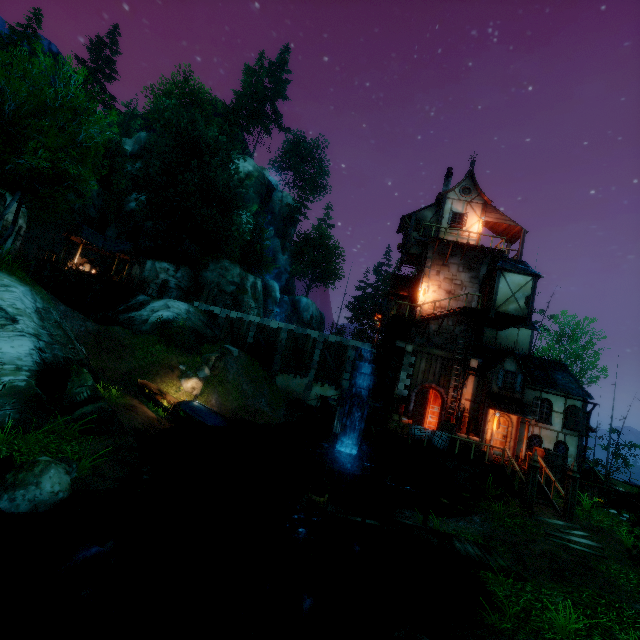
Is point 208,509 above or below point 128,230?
below

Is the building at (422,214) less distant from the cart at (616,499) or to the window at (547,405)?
the window at (547,405)

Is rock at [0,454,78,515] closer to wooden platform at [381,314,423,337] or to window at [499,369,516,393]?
wooden platform at [381,314,423,337]

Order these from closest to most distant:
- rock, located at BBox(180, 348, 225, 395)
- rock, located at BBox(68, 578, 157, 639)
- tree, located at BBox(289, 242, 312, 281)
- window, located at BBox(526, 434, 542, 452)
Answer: rock, located at BBox(68, 578, 157, 639) < window, located at BBox(526, 434, 542, 452) < rock, located at BBox(180, 348, 225, 395) < tree, located at BBox(289, 242, 312, 281)

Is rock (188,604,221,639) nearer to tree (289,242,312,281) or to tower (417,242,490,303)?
tree (289,242,312,281)

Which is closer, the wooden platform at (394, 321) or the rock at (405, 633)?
the rock at (405, 633)

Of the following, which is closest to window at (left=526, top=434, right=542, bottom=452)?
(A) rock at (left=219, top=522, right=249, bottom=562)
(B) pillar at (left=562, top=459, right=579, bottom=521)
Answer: (B) pillar at (left=562, top=459, right=579, bottom=521)

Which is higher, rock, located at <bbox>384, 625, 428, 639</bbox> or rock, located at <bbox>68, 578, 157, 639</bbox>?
rock, located at <bbox>384, 625, 428, 639</bbox>
